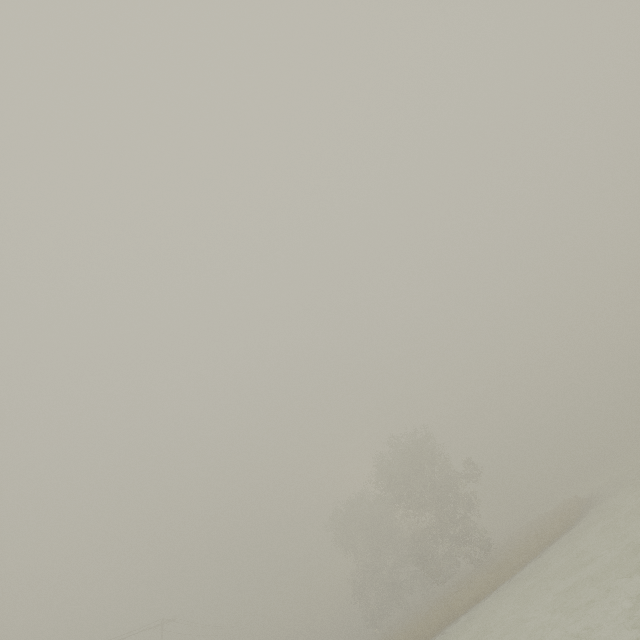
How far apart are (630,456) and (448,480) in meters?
27.5 m
